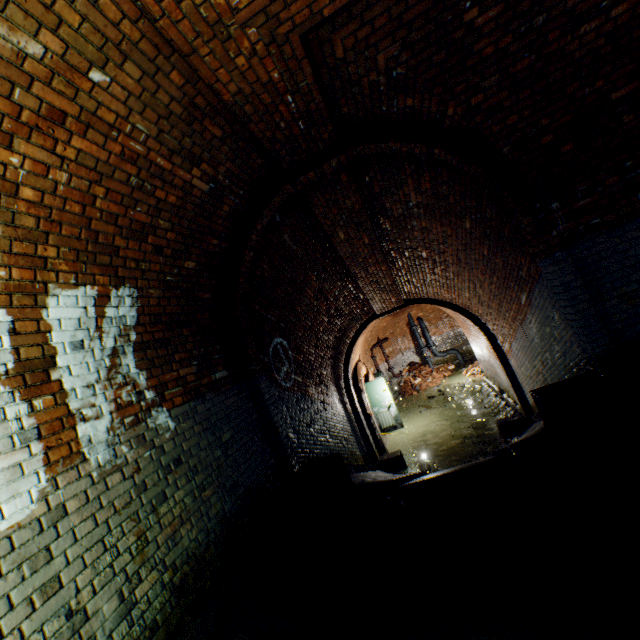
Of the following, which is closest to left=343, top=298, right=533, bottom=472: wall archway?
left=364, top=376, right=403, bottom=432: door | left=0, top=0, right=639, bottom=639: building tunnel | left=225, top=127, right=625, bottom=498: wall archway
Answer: left=0, top=0, right=639, bottom=639: building tunnel

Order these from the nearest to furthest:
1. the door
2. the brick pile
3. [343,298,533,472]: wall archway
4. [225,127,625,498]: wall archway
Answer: [225,127,625,498]: wall archway → [343,298,533,472]: wall archway → the door → the brick pile

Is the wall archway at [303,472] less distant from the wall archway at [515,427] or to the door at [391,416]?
the wall archway at [515,427]

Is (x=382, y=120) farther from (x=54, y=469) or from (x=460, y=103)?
(x=54, y=469)

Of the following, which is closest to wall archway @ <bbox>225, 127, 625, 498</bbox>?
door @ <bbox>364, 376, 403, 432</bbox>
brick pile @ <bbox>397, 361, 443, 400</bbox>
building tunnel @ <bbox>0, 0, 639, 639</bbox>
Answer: building tunnel @ <bbox>0, 0, 639, 639</bbox>

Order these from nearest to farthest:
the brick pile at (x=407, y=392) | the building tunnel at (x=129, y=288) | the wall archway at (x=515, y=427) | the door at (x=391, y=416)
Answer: the building tunnel at (x=129, y=288), the wall archway at (x=515, y=427), the door at (x=391, y=416), the brick pile at (x=407, y=392)

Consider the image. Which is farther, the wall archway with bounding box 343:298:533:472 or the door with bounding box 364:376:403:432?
the door with bounding box 364:376:403:432

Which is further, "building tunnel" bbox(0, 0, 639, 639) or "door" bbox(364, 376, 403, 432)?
"door" bbox(364, 376, 403, 432)
